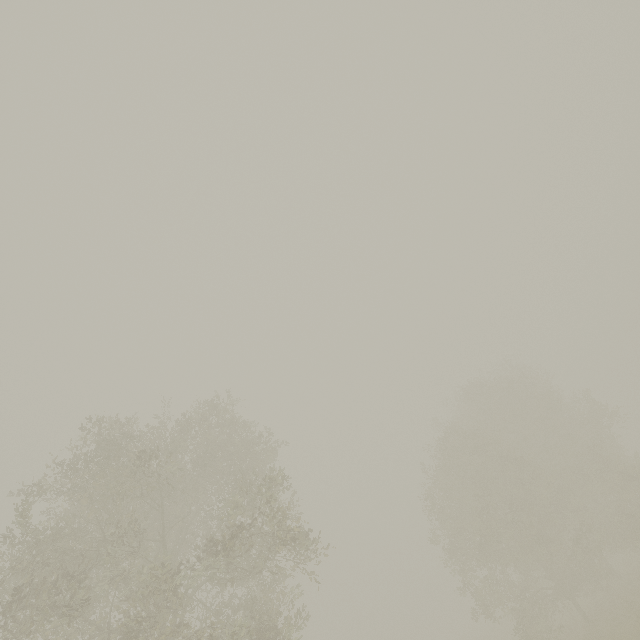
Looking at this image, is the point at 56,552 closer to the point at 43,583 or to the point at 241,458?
the point at 43,583
